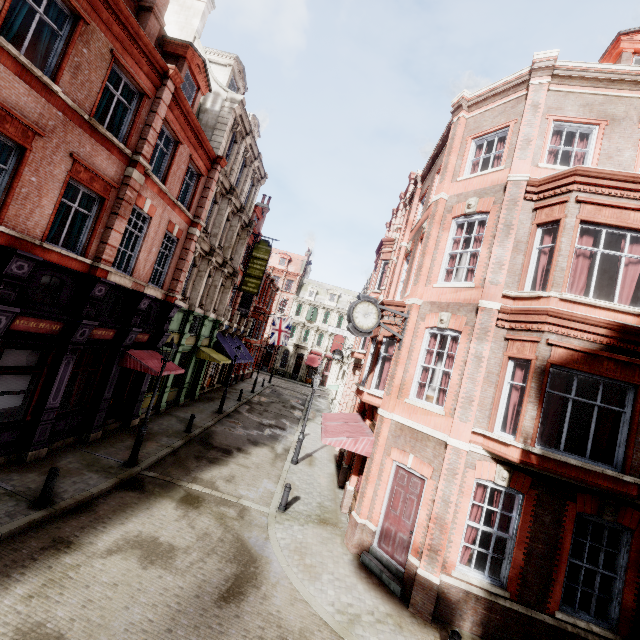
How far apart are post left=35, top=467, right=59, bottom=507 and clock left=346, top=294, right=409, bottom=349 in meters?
9.0 m

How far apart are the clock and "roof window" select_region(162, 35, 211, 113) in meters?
11.8

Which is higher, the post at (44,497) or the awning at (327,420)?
the awning at (327,420)

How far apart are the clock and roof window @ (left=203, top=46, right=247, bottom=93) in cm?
1623

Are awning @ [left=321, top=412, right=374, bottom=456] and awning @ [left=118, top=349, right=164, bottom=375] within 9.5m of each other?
yes

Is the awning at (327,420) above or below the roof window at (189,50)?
below

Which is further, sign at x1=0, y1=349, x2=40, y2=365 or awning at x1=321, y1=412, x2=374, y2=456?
awning at x1=321, y1=412, x2=374, y2=456

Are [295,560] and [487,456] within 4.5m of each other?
no
